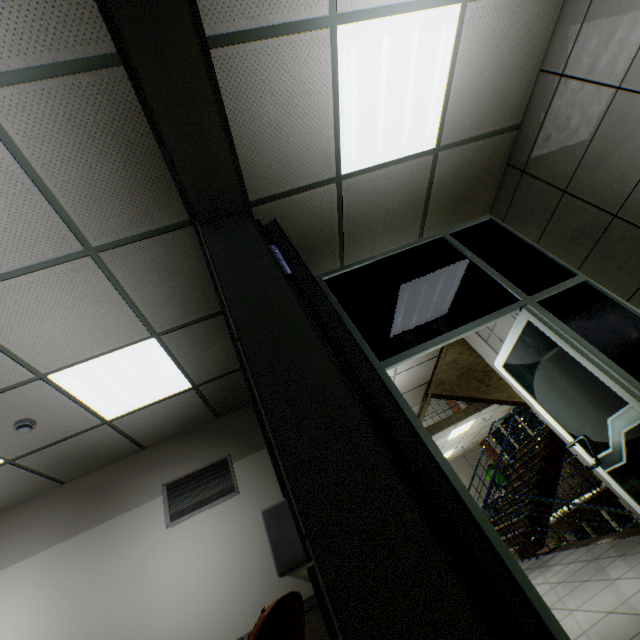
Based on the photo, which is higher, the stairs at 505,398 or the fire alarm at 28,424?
the fire alarm at 28,424

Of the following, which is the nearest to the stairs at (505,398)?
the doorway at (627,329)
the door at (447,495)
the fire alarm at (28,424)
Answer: the doorway at (627,329)

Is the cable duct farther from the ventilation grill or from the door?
the ventilation grill

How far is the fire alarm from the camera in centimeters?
308cm

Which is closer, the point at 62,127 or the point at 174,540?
the point at 62,127

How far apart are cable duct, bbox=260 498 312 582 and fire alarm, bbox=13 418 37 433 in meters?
3.1

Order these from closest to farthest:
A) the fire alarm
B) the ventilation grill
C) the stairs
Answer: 1. the fire alarm
2. the ventilation grill
3. the stairs

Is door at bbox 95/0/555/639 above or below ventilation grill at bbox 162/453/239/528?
below
